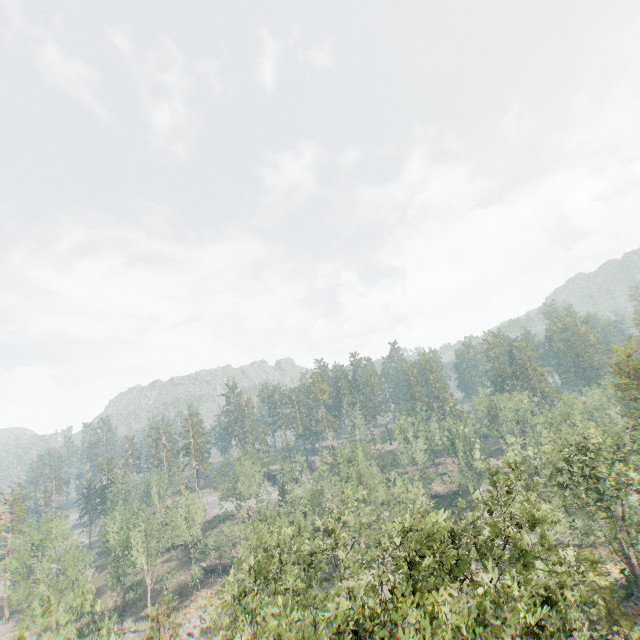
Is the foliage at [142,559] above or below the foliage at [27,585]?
below

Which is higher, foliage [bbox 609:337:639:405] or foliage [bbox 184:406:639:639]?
foliage [bbox 609:337:639:405]

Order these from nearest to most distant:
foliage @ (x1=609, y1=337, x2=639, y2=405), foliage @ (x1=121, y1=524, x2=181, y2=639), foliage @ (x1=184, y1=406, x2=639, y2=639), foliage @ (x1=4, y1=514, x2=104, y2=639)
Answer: foliage @ (x1=184, y1=406, x2=639, y2=639), foliage @ (x1=4, y1=514, x2=104, y2=639), foliage @ (x1=121, y1=524, x2=181, y2=639), foliage @ (x1=609, y1=337, x2=639, y2=405)

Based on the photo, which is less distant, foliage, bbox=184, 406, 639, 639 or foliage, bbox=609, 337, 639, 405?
foliage, bbox=184, 406, 639, 639

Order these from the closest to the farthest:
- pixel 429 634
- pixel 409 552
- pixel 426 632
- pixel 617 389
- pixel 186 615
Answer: pixel 429 634, pixel 426 632, pixel 409 552, pixel 617 389, pixel 186 615

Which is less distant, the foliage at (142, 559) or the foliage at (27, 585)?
the foliage at (27, 585)
